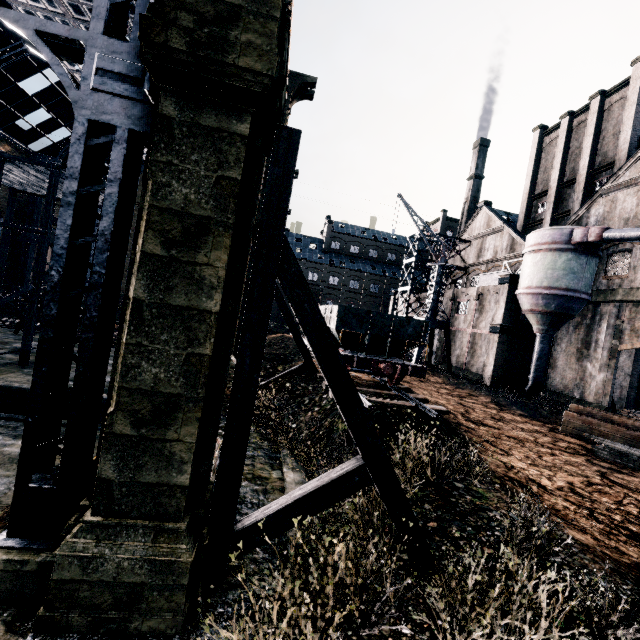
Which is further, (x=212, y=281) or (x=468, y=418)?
(x=468, y=418)

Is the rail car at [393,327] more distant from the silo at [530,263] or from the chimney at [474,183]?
the chimney at [474,183]

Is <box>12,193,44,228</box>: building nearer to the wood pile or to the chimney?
the chimney

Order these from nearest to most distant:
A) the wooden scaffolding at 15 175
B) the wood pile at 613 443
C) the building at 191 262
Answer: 1. the building at 191 262
2. the wood pile at 613 443
3. the wooden scaffolding at 15 175

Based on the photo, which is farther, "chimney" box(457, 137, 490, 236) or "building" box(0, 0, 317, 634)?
"chimney" box(457, 137, 490, 236)

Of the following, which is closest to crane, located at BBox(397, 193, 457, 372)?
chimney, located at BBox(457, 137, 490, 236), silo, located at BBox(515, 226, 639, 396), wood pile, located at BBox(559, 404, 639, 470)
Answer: silo, located at BBox(515, 226, 639, 396)

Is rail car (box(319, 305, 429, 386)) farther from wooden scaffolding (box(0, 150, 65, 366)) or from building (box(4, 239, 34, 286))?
wooden scaffolding (box(0, 150, 65, 366))

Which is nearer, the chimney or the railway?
the railway
